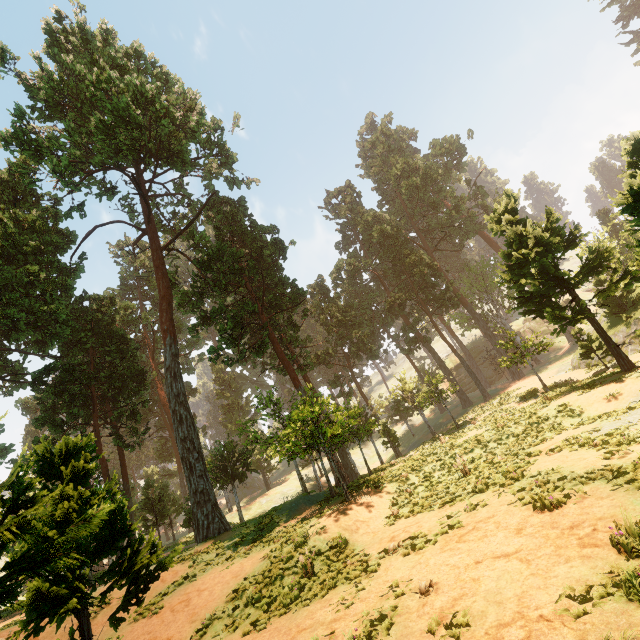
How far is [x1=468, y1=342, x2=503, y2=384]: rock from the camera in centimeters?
5419cm

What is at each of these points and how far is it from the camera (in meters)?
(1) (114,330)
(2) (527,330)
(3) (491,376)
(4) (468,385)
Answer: (1) treerock, 29.86
(2) rock, 59.78
(3) rock, 53.97
(4) rock, 55.34

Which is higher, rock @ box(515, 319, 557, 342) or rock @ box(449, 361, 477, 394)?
rock @ box(515, 319, 557, 342)

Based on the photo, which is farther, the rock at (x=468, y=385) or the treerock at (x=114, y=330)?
the rock at (x=468, y=385)

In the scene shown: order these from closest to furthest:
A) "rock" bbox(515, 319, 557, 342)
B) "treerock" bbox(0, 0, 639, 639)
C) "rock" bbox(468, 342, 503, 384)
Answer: "treerock" bbox(0, 0, 639, 639) < "rock" bbox(468, 342, 503, 384) < "rock" bbox(515, 319, 557, 342)

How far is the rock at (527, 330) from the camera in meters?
57.0
